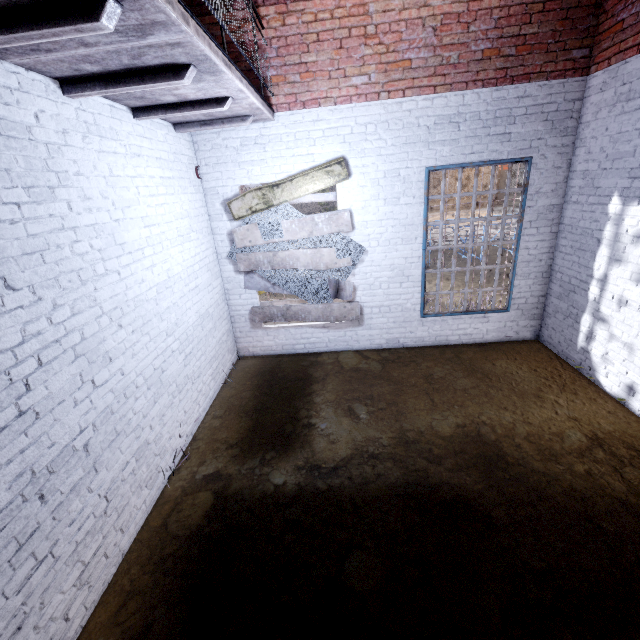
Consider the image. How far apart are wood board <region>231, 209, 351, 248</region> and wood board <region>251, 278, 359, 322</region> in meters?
0.1

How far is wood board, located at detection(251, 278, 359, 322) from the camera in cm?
570

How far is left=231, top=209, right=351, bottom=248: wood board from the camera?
5.2m

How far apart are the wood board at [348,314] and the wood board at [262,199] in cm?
9

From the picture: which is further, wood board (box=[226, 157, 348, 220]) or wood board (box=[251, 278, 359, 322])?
wood board (box=[251, 278, 359, 322])

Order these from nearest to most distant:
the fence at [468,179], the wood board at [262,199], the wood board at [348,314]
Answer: the wood board at [262,199] < the wood board at [348,314] < the fence at [468,179]

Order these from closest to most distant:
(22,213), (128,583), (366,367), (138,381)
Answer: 1. (22,213)
2. (128,583)
3. (138,381)
4. (366,367)
